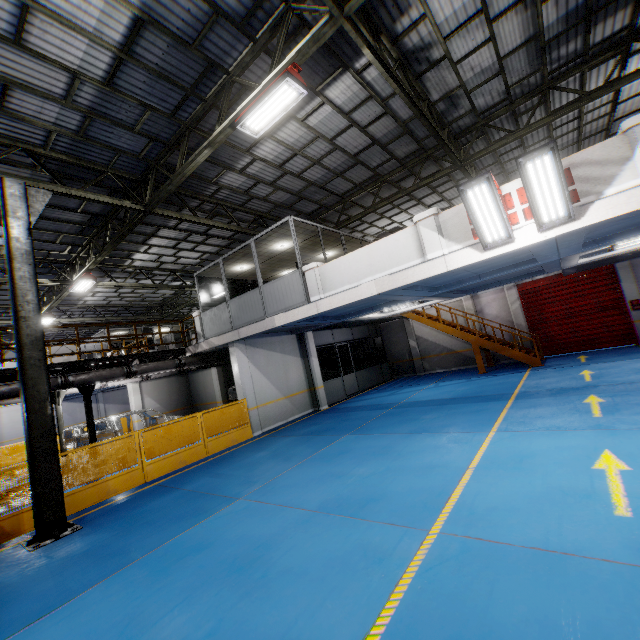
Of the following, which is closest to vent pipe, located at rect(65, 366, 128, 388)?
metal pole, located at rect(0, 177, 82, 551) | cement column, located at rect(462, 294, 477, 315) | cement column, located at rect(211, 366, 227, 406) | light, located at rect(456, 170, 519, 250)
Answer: metal pole, located at rect(0, 177, 82, 551)

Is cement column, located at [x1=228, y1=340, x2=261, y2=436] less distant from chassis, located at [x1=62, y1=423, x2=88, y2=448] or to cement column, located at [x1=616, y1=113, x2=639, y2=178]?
chassis, located at [x1=62, y1=423, x2=88, y2=448]

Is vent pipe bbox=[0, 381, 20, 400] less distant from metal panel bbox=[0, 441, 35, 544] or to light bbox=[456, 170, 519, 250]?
metal panel bbox=[0, 441, 35, 544]

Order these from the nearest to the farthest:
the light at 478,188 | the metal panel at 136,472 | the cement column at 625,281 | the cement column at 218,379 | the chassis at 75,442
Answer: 1. the light at 478,188
2. the metal panel at 136,472
3. the chassis at 75,442
4. the cement column at 625,281
5. the cement column at 218,379

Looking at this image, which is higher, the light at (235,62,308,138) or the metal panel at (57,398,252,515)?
the light at (235,62,308,138)

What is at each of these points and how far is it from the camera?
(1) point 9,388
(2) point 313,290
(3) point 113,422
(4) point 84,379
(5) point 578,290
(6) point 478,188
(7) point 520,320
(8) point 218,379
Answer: (1) vent pipe, 9.67m
(2) cement column, 9.96m
(3) chassis, 13.02m
(4) vent pipe, 11.14m
(5) door, 15.55m
(6) light, 6.14m
(7) cement column, 16.86m
(8) cement column, 19.88m

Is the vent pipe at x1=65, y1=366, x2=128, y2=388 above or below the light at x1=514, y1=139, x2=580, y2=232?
below

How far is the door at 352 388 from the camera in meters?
17.4
